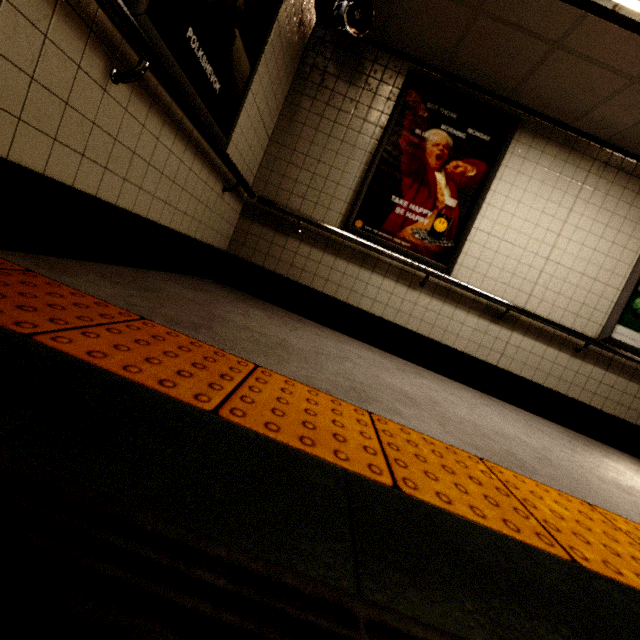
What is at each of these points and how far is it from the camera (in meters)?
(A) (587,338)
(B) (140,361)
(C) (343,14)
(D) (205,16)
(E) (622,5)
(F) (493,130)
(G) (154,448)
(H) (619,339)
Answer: (A) building, 3.45
(B) groundtactileadastrip, 0.84
(C) loudspeaker, 2.91
(D) sign, 1.74
(E) fluorescent light, 2.20
(F) sign, 3.40
(G) stairs, 0.54
(H) sign, 3.56

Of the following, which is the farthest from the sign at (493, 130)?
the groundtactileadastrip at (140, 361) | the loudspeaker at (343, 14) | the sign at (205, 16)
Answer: the groundtactileadastrip at (140, 361)

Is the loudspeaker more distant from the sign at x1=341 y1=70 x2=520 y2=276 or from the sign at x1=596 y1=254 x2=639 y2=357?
the sign at x1=596 y1=254 x2=639 y2=357

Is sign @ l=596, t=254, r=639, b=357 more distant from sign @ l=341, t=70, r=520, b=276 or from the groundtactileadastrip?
the groundtactileadastrip

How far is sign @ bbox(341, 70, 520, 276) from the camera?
3.4 meters

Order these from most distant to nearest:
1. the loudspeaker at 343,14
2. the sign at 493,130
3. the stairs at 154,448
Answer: the sign at 493,130 → the loudspeaker at 343,14 → the stairs at 154,448

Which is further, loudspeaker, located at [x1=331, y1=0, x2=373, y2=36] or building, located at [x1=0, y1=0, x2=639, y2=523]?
loudspeaker, located at [x1=331, y1=0, x2=373, y2=36]

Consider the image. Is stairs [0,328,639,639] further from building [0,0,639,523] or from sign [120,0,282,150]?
sign [120,0,282,150]
